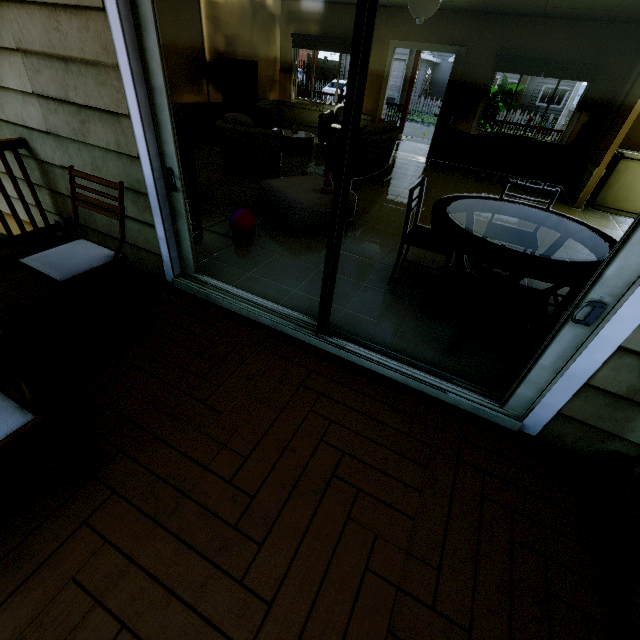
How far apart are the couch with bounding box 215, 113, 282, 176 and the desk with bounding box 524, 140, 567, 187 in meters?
4.8

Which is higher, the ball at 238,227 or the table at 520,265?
the table at 520,265

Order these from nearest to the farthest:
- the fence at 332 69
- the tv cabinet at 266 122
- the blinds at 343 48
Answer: the tv cabinet at 266 122, the blinds at 343 48, the fence at 332 69

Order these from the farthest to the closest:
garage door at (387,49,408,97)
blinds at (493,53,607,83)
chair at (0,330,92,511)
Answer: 1. garage door at (387,49,408,97)
2. blinds at (493,53,607,83)
3. chair at (0,330,92,511)

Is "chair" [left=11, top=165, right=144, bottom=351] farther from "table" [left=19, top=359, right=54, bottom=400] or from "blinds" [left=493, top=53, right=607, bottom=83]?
"blinds" [left=493, top=53, right=607, bottom=83]

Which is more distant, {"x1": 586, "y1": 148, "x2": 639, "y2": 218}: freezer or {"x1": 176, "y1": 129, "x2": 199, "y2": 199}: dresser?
{"x1": 586, "y1": 148, "x2": 639, "y2": 218}: freezer

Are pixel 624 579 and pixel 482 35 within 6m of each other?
no

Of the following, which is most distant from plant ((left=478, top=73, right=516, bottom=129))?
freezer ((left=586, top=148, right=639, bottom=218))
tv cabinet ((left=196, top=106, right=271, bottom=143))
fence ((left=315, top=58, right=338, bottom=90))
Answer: fence ((left=315, top=58, right=338, bottom=90))
